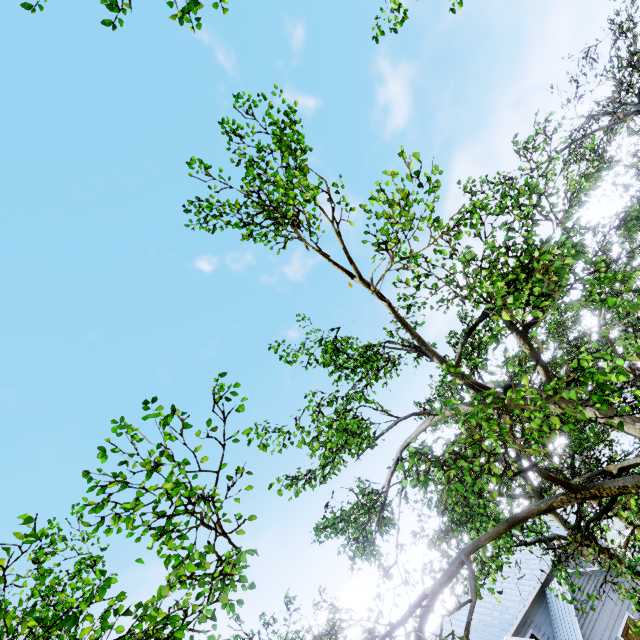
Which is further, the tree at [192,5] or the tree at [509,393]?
the tree at [192,5]

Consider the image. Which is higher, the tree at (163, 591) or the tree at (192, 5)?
the tree at (192, 5)

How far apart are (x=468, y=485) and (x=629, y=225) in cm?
2473

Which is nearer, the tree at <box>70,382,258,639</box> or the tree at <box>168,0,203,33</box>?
the tree at <box>70,382,258,639</box>

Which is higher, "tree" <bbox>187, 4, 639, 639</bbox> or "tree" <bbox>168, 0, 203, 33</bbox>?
"tree" <bbox>168, 0, 203, 33</bbox>

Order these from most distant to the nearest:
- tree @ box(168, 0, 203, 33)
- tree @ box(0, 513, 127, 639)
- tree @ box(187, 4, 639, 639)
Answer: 1. tree @ box(168, 0, 203, 33)
2. tree @ box(187, 4, 639, 639)
3. tree @ box(0, 513, 127, 639)
